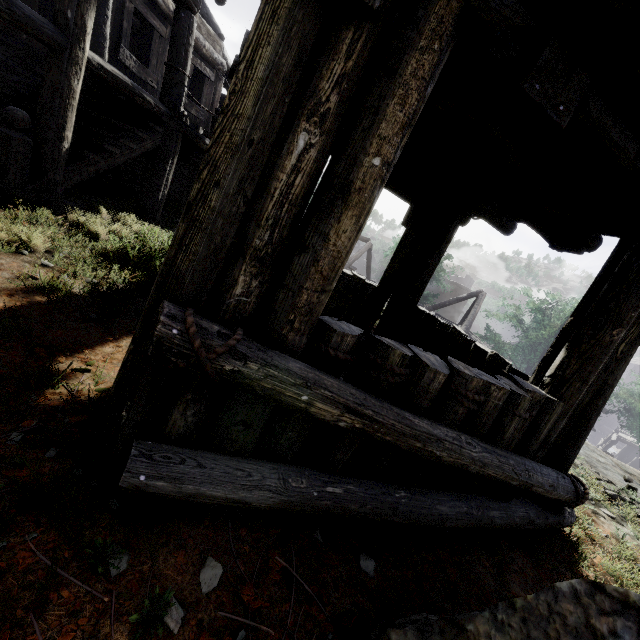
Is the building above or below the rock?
above

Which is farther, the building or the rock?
the rock

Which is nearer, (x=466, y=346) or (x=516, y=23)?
(x=516, y=23)

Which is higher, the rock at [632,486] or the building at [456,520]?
the building at [456,520]

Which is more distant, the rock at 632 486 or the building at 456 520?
the rock at 632 486
